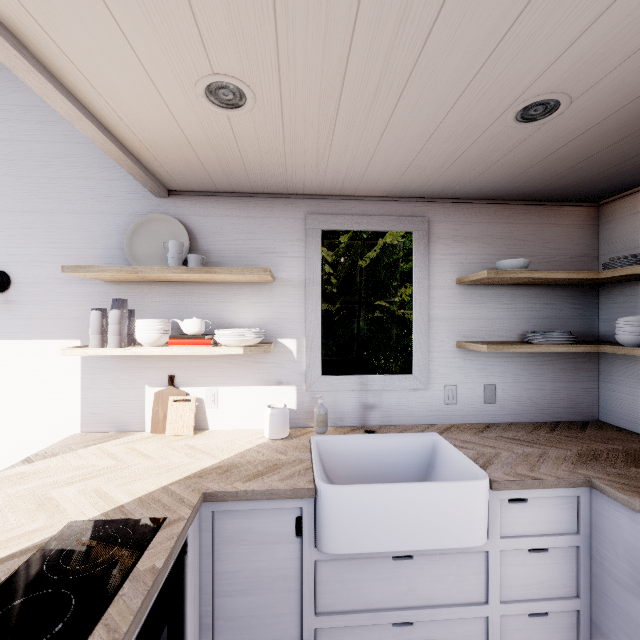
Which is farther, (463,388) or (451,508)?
(463,388)

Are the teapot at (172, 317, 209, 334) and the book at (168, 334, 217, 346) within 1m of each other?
yes

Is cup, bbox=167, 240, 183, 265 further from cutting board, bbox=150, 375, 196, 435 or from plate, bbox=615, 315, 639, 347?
plate, bbox=615, 315, 639, 347

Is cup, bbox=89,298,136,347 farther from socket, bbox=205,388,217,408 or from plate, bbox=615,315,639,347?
plate, bbox=615,315,639,347

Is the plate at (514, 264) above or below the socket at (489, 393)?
above

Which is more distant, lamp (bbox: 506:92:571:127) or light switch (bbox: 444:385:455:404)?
light switch (bbox: 444:385:455:404)

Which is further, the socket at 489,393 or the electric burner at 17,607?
the socket at 489,393

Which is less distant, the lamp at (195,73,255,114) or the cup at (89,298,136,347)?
the lamp at (195,73,255,114)
